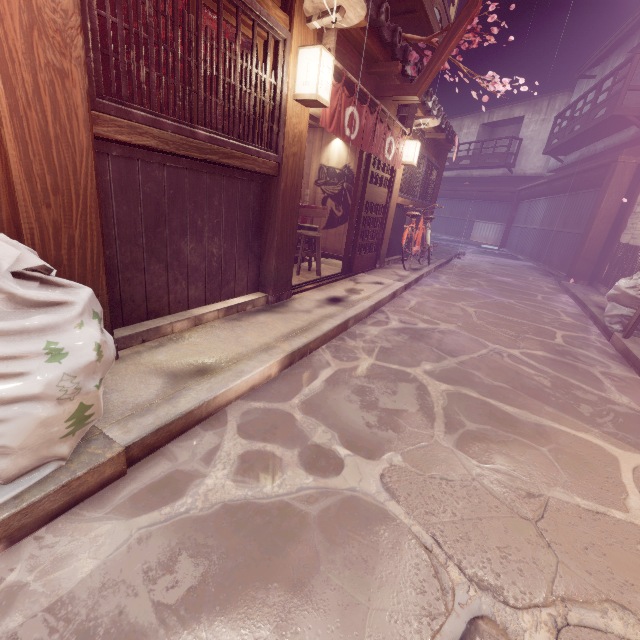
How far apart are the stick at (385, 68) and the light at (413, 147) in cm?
338

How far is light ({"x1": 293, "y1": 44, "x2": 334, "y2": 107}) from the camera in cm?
562

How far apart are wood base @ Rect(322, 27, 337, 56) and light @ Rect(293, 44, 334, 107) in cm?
20

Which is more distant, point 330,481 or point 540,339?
point 540,339

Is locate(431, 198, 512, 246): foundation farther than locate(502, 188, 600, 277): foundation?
Yes

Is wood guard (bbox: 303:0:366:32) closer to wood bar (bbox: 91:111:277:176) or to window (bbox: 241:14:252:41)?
window (bbox: 241:14:252:41)

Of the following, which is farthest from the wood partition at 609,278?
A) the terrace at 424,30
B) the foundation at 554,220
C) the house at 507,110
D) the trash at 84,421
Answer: the house at 507,110

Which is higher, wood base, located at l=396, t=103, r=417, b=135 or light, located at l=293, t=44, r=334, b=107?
wood base, located at l=396, t=103, r=417, b=135
